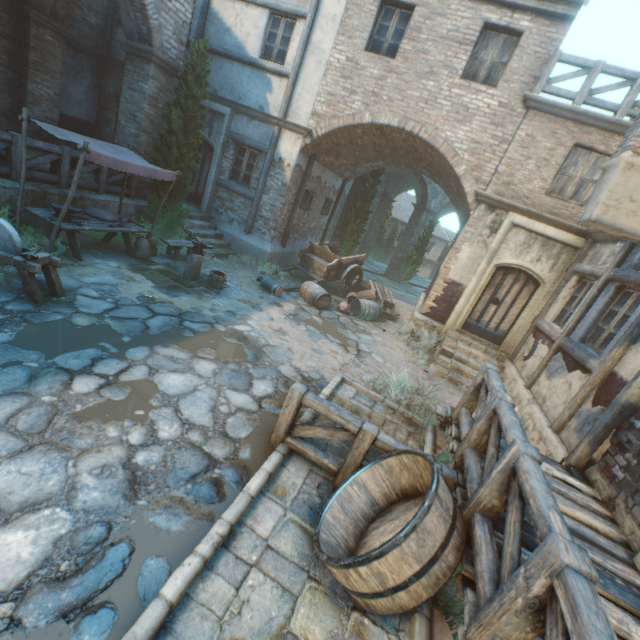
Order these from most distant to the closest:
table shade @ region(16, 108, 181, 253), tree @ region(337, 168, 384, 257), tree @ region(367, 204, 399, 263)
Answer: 1. tree @ region(367, 204, 399, 263)
2. tree @ region(337, 168, 384, 257)
3. table shade @ region(16, 108, 181, 253)

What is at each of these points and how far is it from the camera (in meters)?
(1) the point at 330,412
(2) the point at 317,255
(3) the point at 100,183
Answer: (1) fence, 3.94
(2) cart, 12.55
(3) fence, 8.95

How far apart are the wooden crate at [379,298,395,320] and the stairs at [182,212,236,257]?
5.80m

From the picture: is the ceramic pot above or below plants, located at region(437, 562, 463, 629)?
above

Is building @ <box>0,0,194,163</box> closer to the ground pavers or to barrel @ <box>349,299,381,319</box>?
barrel @ <box>349,299,381,319</box>

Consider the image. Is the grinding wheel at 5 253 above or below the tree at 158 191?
below

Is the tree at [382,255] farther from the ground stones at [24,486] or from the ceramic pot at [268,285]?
the ceramic pot at [268,285]

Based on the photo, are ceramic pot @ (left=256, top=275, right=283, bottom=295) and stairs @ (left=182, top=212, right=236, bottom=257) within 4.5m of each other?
yes
